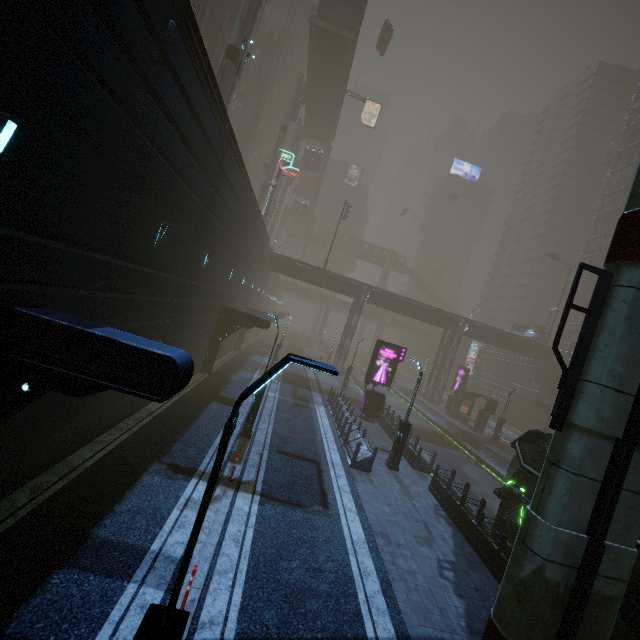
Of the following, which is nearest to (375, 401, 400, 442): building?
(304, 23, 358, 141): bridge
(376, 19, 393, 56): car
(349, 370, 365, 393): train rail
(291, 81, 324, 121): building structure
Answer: (349, 370, 365, 393): train rail

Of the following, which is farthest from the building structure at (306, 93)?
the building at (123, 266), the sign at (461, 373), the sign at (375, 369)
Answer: the sign at (461, 373)

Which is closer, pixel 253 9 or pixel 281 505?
pixel 281 505

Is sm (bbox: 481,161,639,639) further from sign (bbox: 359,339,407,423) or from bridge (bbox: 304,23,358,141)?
sign (bbox: 359,339,407,423)

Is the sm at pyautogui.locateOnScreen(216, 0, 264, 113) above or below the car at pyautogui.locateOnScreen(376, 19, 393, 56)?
below

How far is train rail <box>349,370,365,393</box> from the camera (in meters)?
40.53

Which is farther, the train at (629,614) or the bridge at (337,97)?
the bridge at (337,97)
